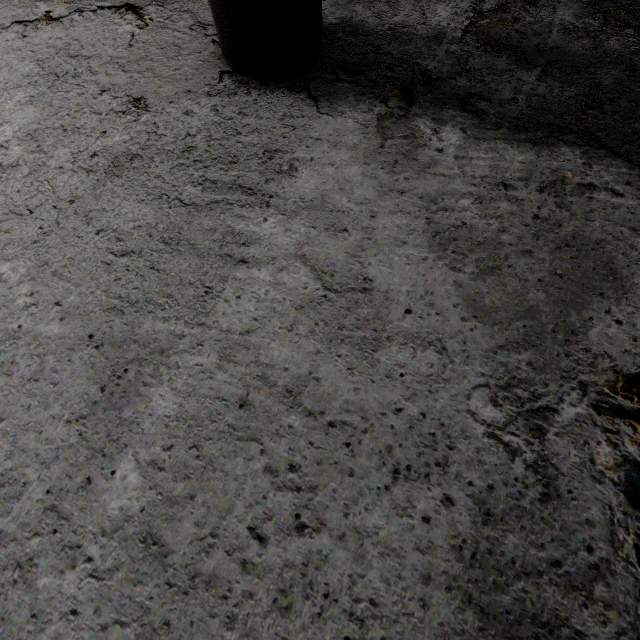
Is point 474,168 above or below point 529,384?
above
